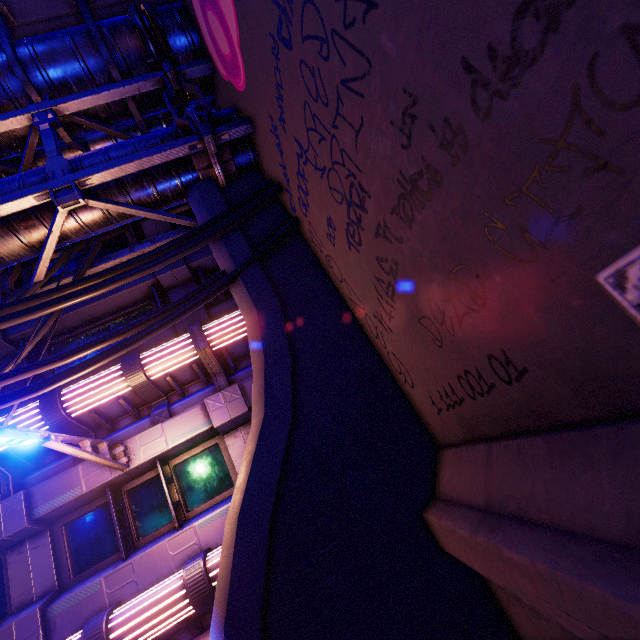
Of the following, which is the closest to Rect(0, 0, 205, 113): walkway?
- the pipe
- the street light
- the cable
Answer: the pipe

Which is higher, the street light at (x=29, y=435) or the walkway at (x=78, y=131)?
the walkway at (x=78, y=131)

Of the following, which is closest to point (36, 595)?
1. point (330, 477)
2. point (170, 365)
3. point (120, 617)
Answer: point (120, 617)

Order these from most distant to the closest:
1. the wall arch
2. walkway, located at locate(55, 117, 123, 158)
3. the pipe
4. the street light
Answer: walkway, located at locate(55, 117, 123, 158), the pipe, the street light, the wall arch

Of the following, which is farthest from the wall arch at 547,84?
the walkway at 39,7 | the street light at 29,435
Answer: the street light at 29,435

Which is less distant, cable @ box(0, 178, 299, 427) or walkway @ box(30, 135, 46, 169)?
cable @ box(0, 178, 299, 427)

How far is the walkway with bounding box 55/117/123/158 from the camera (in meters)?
6.73

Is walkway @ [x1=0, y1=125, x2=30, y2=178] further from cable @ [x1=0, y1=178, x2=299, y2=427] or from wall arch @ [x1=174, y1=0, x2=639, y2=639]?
cable @ [x1=0, y1=178, x2=299, y2=427]
